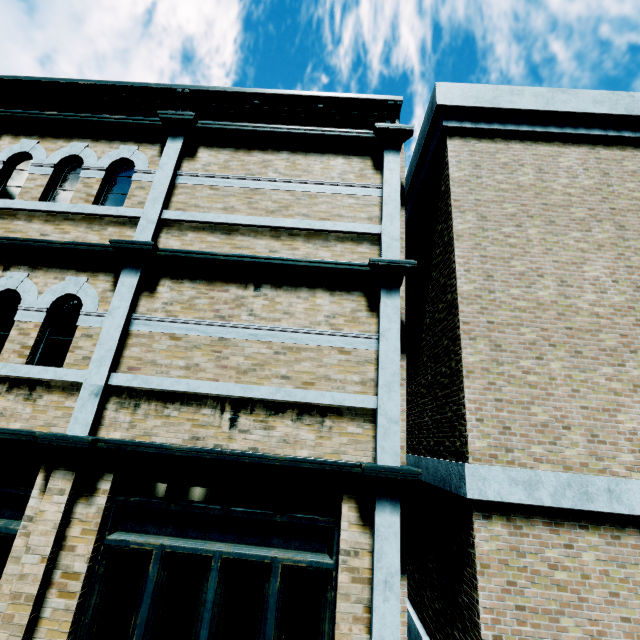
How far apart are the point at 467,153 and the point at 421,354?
4.0 meters
